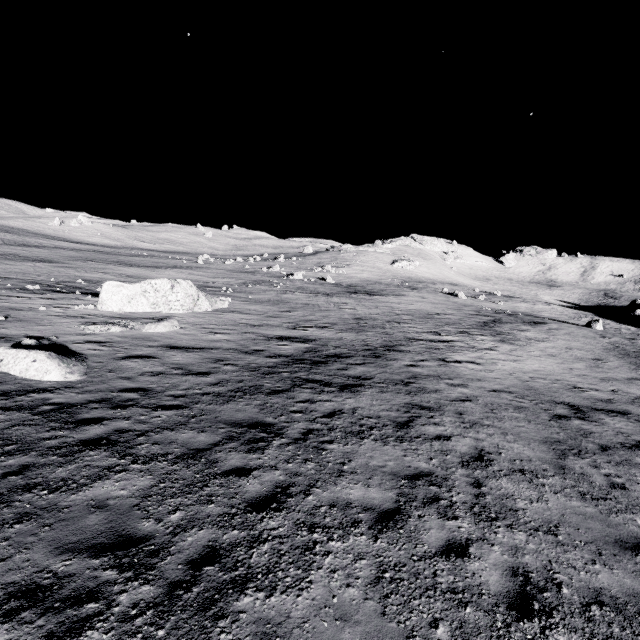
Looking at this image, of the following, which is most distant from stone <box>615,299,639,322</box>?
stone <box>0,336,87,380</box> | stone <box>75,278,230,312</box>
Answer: stone <box>0,336,87,380</box>

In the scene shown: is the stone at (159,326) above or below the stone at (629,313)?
below

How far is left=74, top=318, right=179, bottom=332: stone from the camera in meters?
14.9 m

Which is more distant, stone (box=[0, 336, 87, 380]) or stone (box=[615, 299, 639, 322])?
stone (box=[615, 299, 639, 322])

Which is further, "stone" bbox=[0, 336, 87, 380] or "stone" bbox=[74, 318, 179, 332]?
"stone" bbox=[74, 318, 179, 332]

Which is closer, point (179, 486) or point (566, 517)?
point (179, 486)

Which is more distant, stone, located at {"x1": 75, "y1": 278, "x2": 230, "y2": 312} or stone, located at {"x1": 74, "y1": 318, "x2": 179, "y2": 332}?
stone, located at {"x1": 75, "y1": 278, "x2": 230, "y2": 312}

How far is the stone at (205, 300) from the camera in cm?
1858
